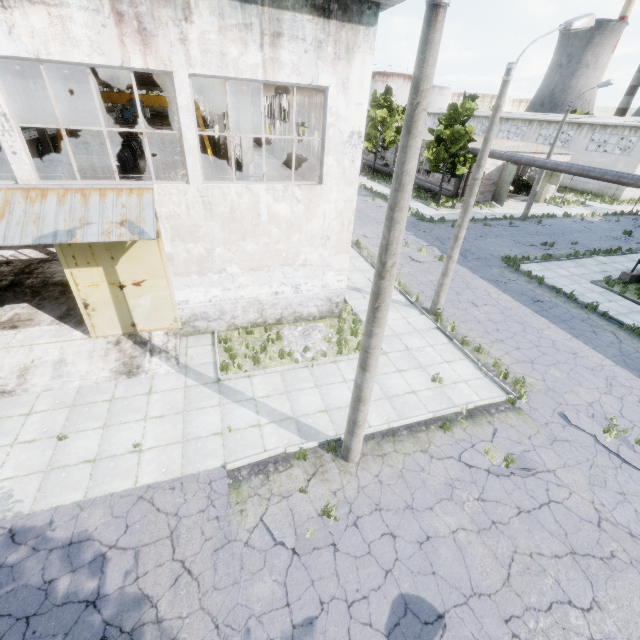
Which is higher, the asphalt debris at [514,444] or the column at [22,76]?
the column at [22,76]

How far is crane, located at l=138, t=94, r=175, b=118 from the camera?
23.3 meters

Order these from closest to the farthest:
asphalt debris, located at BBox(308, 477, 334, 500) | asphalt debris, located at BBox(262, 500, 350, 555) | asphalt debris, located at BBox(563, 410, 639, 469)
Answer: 1. asphalt debris, located at BBox(262, 500, 350, 555)
2. asphalt debris, located at BBox(308, 477, 334, 500)
3. asphalt debris, located at BBox(563, 410, 639, 469)

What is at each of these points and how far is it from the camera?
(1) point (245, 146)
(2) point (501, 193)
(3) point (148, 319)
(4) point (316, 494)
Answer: (1) column, 13.0m
(2) door, 33.3m
(3) door, 11.2m
(4) asphalt debris, 7.4m

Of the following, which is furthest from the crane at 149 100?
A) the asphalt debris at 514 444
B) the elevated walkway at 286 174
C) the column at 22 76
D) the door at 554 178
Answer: the door at 554 178

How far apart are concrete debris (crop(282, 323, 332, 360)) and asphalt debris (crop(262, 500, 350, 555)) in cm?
409

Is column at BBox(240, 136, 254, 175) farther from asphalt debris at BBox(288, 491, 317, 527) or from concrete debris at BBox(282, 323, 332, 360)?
asphalt debris at BBox(288, 491, 317, 527)

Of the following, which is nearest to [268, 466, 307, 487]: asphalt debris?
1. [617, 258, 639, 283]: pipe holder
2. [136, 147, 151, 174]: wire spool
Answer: [617, 258, 639, 283]: pipe holder
